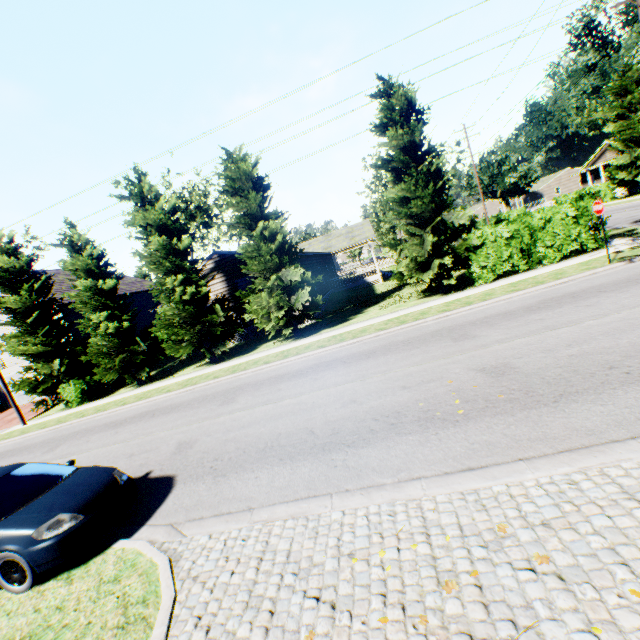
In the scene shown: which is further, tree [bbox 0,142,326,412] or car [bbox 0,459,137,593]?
tree [bbox 0,142,326,412]

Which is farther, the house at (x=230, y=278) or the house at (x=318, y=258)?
the house at (x=318, y=258)

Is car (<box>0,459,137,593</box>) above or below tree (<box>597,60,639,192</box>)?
below

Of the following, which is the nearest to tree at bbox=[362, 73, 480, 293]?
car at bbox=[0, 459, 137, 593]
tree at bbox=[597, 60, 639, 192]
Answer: car at bbox=[0, 459, 137, 593]

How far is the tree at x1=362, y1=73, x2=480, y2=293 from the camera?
14.9m

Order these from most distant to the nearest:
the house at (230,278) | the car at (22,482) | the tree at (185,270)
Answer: the house at (230,278), the tree at (185,270), the car at (22,482)

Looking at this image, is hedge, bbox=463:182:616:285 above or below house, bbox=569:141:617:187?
below

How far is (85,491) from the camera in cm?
564
